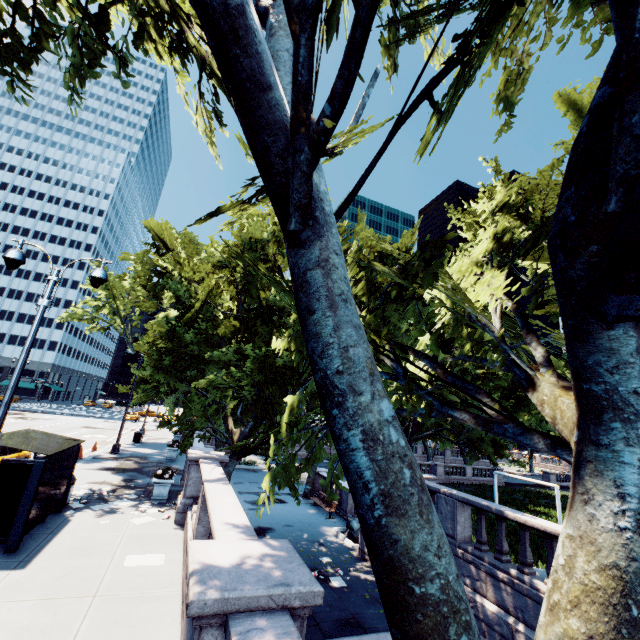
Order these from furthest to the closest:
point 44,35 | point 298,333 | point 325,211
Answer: point 298,333 < point 44,35 < point 325,211

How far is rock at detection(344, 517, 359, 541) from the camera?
15.8m

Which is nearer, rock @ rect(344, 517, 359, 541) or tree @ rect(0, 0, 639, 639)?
tree @ rect(0, 0, 639, 639)

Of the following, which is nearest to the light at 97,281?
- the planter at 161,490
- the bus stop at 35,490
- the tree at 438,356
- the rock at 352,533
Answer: the bus stop at 35,490

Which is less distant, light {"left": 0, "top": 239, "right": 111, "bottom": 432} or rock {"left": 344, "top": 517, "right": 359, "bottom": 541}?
light {"left": 0, "top": 239, "right": 111, "bottom": 432}

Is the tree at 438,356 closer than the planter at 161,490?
Yes

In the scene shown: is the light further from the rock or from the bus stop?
the rock

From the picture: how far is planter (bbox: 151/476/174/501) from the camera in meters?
12.9
